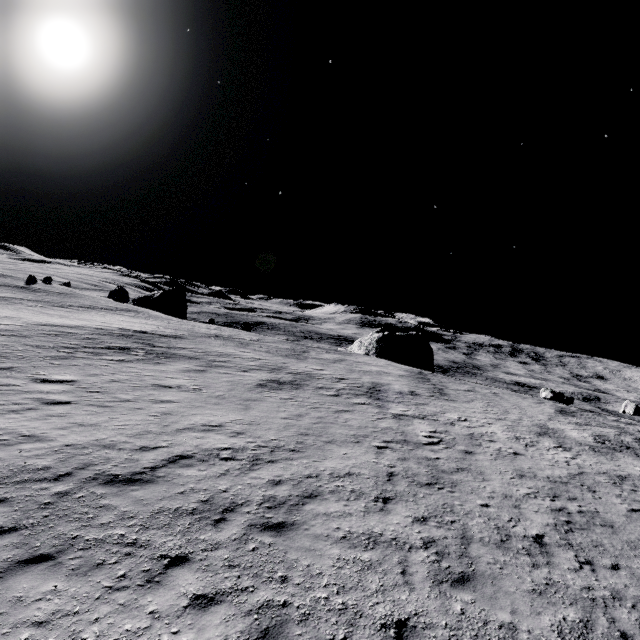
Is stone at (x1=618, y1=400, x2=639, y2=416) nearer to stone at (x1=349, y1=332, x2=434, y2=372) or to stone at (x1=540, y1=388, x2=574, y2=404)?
stone at (x1=540, y1=388, x2=574, y2=404)

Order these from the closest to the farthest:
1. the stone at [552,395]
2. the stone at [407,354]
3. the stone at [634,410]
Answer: the stone at [552,395] < the stone at [634,410] < the stone at [407,354]

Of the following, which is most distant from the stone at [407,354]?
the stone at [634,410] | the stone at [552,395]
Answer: the stone at [634,410]

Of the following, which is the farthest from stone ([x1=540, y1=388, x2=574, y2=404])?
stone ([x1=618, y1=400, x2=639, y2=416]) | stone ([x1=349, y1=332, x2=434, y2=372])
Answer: stone ([x1=618, y1=400, x2=639, y2=416])

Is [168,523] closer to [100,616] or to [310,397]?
→ [100,616]

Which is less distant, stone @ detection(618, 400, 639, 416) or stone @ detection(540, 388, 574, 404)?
stone @ detection(540, 388, 574, 404)

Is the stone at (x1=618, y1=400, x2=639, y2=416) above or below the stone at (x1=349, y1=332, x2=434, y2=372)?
below

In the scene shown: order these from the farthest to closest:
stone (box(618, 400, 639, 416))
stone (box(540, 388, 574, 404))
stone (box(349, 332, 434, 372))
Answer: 1. stone (box(349, 332, 434, 372))
2. stone (box(618, 400, 639, 416))
3. stone (box(540, 388, 574, 404))
